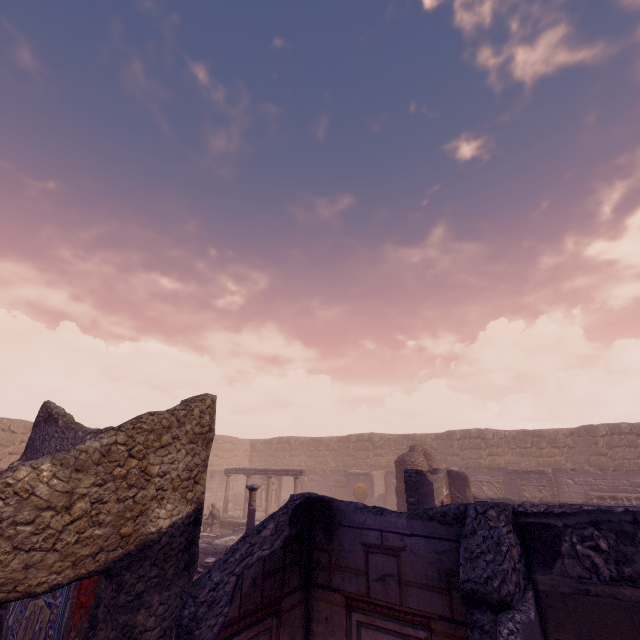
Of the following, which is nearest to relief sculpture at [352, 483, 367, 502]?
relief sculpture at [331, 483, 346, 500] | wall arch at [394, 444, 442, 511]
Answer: relief sculpture at [331, 483, 346, 500]

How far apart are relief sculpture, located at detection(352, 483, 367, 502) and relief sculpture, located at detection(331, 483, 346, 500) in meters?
1.7 m

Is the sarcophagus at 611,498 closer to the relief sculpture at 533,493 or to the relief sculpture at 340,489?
the relief sculpture at 533,493

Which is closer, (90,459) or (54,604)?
(90,459)

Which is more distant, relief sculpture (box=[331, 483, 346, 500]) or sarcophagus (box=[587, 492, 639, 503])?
relief sculpture (box=[331, 483, 346, 500])

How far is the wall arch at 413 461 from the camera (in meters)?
14.31

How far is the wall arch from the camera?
14.3m

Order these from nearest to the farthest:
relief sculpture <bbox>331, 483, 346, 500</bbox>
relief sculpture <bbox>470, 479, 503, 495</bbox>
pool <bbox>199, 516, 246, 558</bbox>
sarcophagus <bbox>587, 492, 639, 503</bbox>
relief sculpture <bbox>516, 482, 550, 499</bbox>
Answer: A:
1. pool <bbox>199, 516, 246, 558</bbox>
2. sarcophagus <bbox>587, 492, 639, 503</bbox>
3. relief sculpture <bbox>516, 482, 550, 499</bbox>
4. relief sculpture <bbox>470, 479, 503, 495</bbox>
5. relief sculpture <bbox>331, 483, 346, 500</bbox>
